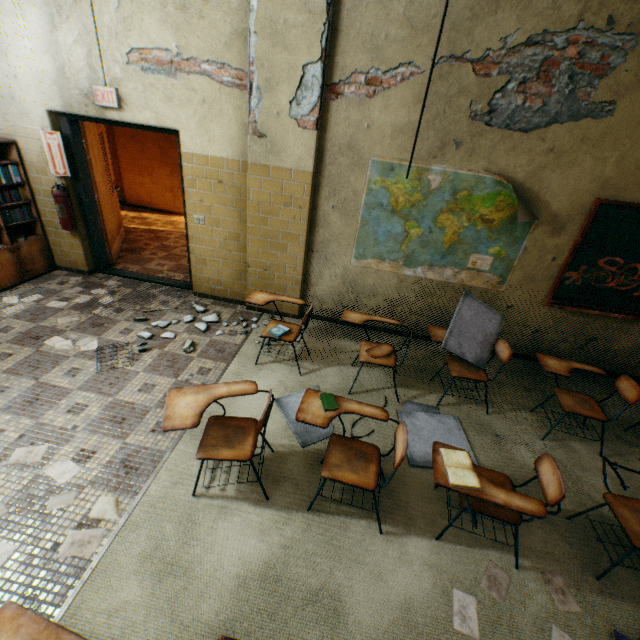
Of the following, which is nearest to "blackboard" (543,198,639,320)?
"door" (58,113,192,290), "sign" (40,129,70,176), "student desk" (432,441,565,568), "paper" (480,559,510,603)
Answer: "student desk" (432,441,565,568)

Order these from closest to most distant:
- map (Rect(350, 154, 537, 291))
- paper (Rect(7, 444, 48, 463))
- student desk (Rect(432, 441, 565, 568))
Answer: student desk (Rect(432, 441, 565, 568))
paper (Rect(7, 444, 48, 463))
map (Rect(350, 154, 537, 291))

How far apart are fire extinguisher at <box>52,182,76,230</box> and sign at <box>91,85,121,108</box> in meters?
1.2 m

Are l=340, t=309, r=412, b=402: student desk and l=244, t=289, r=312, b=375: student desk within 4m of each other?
yes

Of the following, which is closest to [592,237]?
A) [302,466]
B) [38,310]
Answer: [302,466]

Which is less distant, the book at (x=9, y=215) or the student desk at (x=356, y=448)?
the student desk at (x=356, y=448)

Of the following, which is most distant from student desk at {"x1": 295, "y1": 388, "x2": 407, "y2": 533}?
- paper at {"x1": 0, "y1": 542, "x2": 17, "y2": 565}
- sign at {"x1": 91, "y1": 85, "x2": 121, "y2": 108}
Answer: sign at {"x1": 91, "y1": 85, "x2": 121, "y2": 108}

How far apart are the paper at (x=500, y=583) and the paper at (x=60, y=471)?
2.80m
